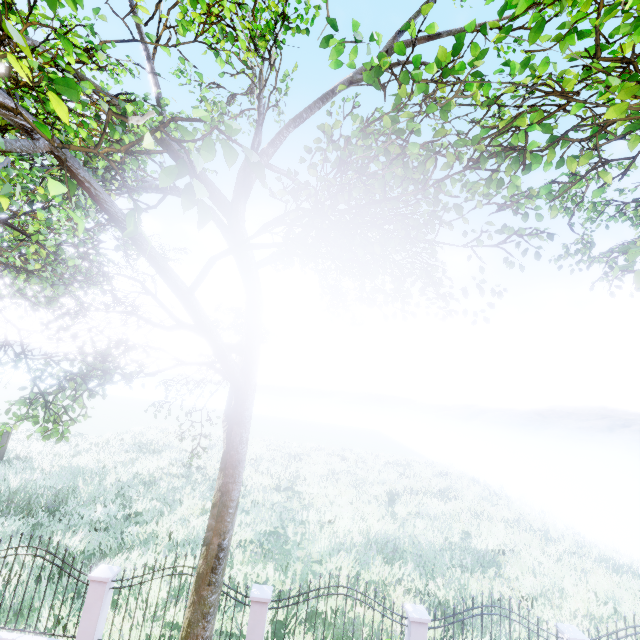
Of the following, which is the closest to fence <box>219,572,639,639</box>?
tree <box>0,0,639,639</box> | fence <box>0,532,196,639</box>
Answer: fence <box>0,532,196,639</box>

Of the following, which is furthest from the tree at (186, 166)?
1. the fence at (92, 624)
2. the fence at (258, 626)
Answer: the fence at (258, 626)

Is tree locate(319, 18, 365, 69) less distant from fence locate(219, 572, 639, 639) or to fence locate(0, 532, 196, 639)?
fence locate(0, 532, 196, 639)

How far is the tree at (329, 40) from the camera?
2.9 meters

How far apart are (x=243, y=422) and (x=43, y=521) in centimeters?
1287cm

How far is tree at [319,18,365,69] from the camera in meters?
2.9
